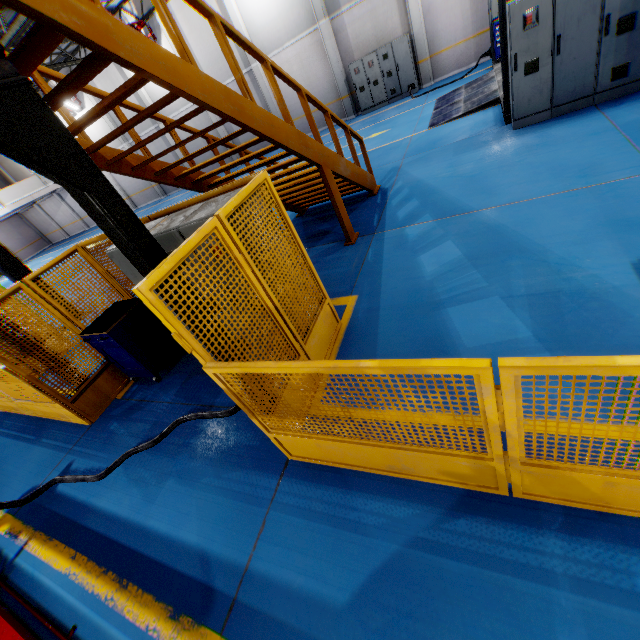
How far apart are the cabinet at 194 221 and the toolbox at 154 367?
0.8m

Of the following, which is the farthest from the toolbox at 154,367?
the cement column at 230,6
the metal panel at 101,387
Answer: the cement column at 230,6

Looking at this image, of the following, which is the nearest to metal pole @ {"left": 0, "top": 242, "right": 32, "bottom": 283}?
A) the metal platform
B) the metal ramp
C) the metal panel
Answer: the metal panel

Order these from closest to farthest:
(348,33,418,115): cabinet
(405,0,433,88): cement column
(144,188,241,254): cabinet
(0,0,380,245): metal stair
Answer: (0,0,380,245): metal stair < (144,188,241,254): cabinet < (405,0,433,88): cement column < (348,33,418,115): cabinet

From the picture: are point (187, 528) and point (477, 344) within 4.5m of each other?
yes

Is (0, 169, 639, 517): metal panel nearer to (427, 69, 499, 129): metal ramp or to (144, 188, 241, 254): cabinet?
(144, 188, 241, 254): cabinet

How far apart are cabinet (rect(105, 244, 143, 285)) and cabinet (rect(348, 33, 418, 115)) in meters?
15.6

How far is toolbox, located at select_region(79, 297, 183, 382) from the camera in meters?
4.9
